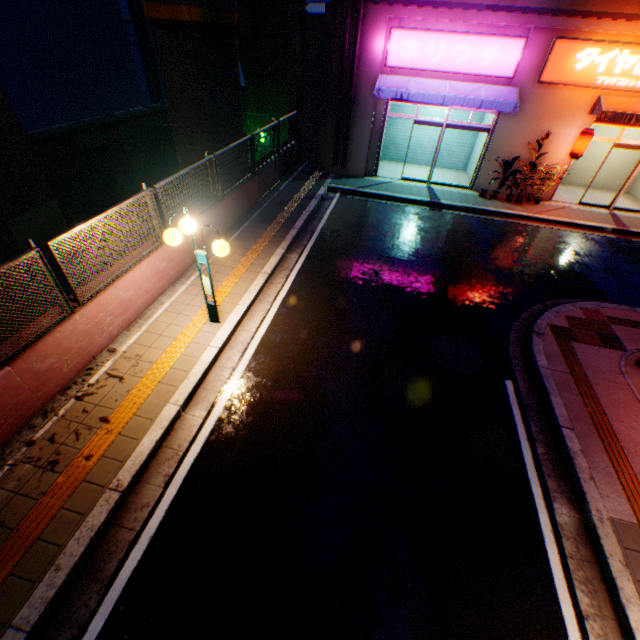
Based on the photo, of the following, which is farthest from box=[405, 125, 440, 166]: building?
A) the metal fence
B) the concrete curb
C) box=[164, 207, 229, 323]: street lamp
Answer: A: box=[164, 207, 229, 323]: street lamp

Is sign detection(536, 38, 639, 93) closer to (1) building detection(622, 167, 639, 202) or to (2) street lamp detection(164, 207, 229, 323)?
(1) building detection(622, 167, 639, 202)

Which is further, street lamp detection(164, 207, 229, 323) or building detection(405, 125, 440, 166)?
building detection(405, 125, 440, 166)

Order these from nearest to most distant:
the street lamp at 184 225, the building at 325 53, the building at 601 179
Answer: the street lamp at 184 225
the building at 325 53
the building at 601 179

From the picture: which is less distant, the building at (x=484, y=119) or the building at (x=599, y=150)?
the building at (x=484, y=119)

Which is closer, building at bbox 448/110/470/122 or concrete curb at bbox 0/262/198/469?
concrete curb at bbox 0/262/198/469

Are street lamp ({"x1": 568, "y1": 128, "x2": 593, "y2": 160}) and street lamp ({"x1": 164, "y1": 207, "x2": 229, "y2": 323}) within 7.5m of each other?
no

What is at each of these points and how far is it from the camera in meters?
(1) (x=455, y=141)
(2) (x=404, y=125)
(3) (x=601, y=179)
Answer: (1) building, 15.8 m
(2) building, 15.8 m
(3) building, 15.4 m
